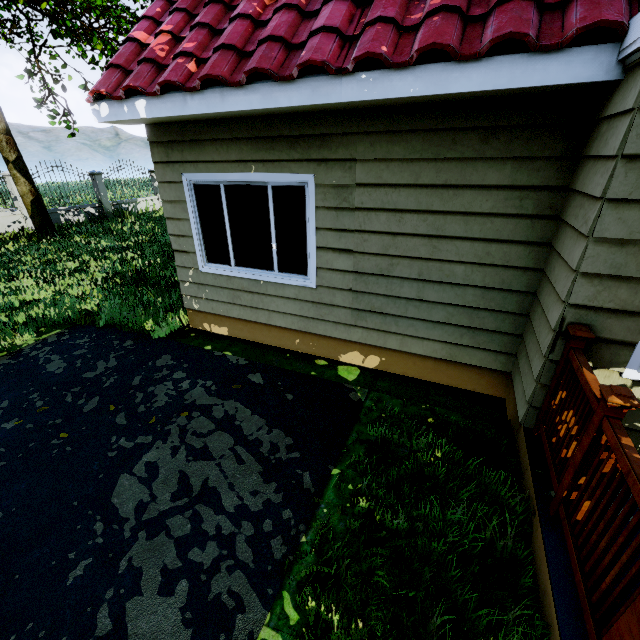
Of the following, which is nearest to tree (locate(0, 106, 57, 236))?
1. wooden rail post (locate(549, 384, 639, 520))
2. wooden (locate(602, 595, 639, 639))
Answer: wooden (locate(602, 595, 639, 639))

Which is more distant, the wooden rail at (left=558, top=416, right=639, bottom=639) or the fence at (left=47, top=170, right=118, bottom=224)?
the fence at (left=47, top=170, right=118, bottom=224)

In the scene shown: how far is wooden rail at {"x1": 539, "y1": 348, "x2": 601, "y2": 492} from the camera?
2.1 meters

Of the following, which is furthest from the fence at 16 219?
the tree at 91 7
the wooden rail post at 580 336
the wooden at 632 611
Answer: the wooden rail post at 580 336

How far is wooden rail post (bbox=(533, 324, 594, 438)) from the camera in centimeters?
237cm

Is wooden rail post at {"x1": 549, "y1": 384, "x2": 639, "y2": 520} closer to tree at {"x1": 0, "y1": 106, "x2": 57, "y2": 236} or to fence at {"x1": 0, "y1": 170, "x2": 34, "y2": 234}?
fence at {"x1": 0, "y1": 170, "x2": 34, "y2": 234}

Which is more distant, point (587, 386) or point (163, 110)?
point (163, 110)

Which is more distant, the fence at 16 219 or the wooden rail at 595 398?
the fence at 16 219
